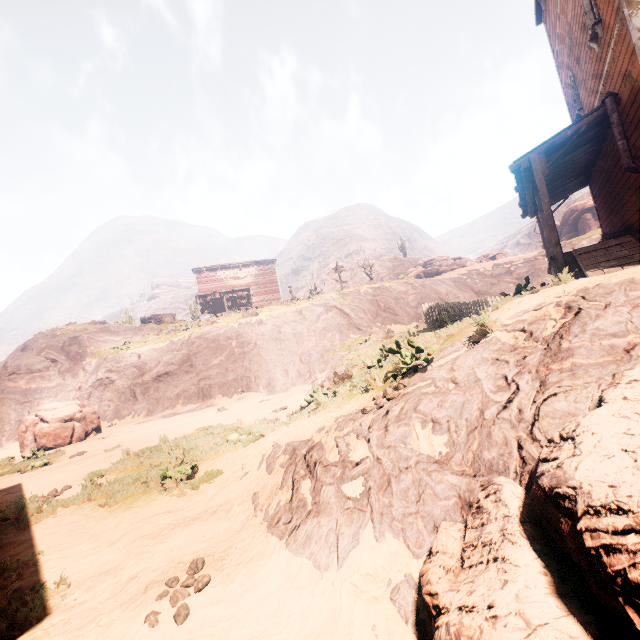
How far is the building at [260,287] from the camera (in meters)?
38.09

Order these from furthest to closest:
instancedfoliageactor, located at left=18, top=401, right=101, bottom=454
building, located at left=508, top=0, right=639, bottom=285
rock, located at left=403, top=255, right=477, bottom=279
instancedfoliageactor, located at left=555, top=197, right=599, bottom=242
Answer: rock, located at left=403, top=255, right=477, bottom=279
instancedfoliageactor, located at left=555, top=197, right=599, bottom=242
instancedfoliageactor, located at left=18, top=401, right=101, bottom=454
building, located at left=508, top=0, right=639, bottom=285

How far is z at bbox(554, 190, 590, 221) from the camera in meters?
55.3

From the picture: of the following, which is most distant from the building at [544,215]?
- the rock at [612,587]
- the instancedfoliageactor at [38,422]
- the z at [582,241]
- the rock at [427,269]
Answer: the rock at [427,269]

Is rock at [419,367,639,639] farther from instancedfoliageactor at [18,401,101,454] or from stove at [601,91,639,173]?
instancedfoliageactor at [18,401,101,454]

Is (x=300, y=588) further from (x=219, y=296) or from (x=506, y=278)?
(x=219, y=296)

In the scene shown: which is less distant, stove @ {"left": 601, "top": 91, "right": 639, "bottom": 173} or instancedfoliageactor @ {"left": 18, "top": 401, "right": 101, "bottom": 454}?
stove @ {"left": 601, "top": 91, "right": 639, "bottom": 173}

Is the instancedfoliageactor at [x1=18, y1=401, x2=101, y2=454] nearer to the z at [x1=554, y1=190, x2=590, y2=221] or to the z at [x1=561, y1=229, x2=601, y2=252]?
the z at [x1=561, y1=229, x2=601, y2=252]
